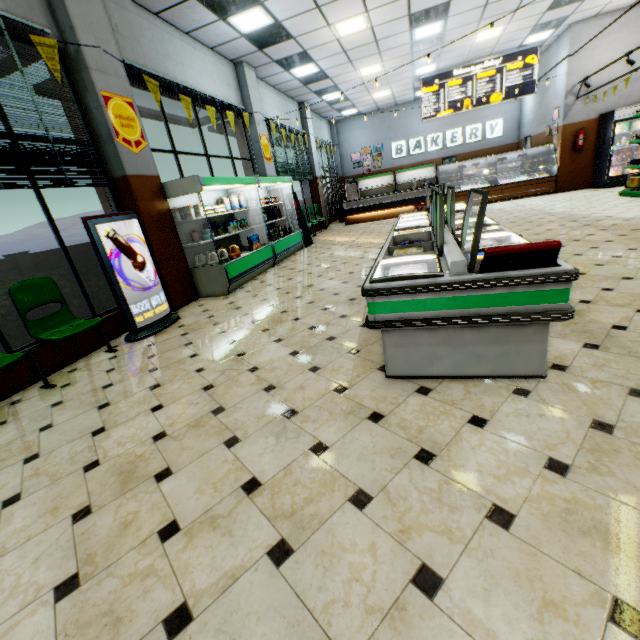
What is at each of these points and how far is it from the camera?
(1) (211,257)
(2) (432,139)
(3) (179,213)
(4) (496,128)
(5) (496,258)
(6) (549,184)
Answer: (1) milk jug, 6.1m
(2) sign, 16.6m
(3) broth carton, 5.9m
(4) sign, 15.7m
(5) boxed frozen food, 2.0m
(6) bakery counter, 11.8m

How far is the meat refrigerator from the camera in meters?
2.0

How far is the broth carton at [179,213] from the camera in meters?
5.7

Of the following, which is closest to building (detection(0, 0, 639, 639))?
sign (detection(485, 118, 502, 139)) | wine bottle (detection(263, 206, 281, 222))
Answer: sign (detection(485, 118, 502, 139))

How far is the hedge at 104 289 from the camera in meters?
4.6

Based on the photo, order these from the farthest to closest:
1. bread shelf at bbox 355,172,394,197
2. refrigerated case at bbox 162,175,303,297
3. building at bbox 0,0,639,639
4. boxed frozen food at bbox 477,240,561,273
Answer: bread shelf at bbox 355,172,394,197, refrigerated case at bbox 162,175,303,297, boxed frozen food at bbox 477,240,561,273, building at bbox 0,0,639,639

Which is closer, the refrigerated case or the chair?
the chair

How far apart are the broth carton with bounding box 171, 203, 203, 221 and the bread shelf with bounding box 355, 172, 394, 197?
13.8m
